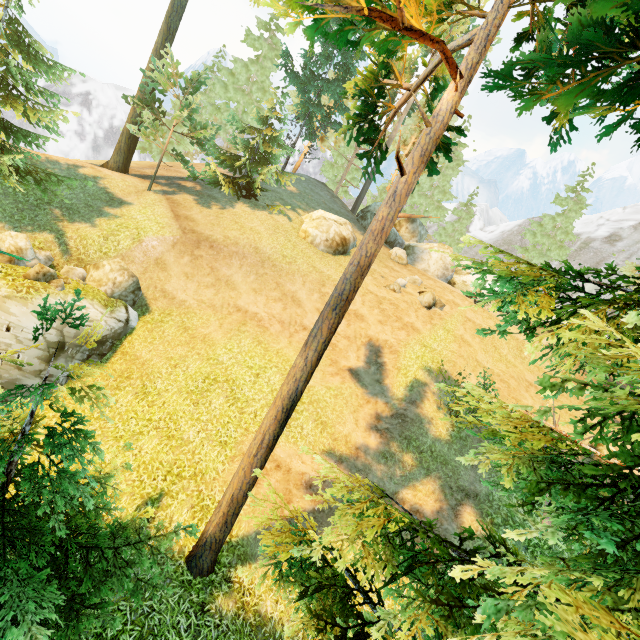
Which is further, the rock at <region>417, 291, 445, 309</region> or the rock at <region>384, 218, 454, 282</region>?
the rock at <region>384, 218, 454, 282</region>

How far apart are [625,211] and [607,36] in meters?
65.4 m

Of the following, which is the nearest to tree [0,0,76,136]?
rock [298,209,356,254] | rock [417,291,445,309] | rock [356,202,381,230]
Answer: rock [356,202,381,230]

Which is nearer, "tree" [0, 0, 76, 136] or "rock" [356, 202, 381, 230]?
"tree" [0, 0, 76, 136]

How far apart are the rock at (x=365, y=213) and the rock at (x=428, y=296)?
8.60m

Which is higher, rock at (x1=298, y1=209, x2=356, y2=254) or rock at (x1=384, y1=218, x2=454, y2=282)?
rock at (x1=384, y1=218, x2=454, y2=282)

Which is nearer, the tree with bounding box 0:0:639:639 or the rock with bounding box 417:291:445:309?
the tree with bounding box 0:0:639:639
